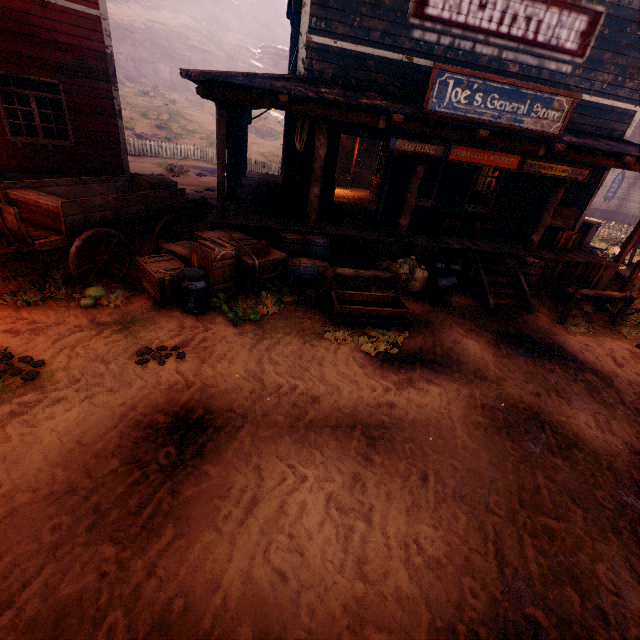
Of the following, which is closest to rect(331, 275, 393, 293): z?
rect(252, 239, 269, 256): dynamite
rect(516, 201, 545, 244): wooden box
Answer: rect(252, 239, 269, 256): dynamite

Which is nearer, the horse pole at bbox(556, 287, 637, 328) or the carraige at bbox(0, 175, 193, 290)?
the carraige at bbox(0, 175, 193, 290)

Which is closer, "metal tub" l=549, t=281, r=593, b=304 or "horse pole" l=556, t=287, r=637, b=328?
"horse pole" l=556, t=287, r=637, b=328

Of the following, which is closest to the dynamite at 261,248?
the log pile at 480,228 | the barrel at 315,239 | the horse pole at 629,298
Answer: the barrel at 315,239

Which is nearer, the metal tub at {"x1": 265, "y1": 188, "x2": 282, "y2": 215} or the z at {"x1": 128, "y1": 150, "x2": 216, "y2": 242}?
the metal tub at {"x1": 265, "y1": 188, "x2": 282, "y2": 215}

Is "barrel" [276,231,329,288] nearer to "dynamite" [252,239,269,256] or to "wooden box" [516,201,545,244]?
"dynamite" [252,239,269,256]

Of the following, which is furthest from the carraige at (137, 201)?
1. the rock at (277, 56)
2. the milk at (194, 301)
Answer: the rock at (277, 56)

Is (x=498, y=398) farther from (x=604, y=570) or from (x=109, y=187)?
(x=109, y=187)
